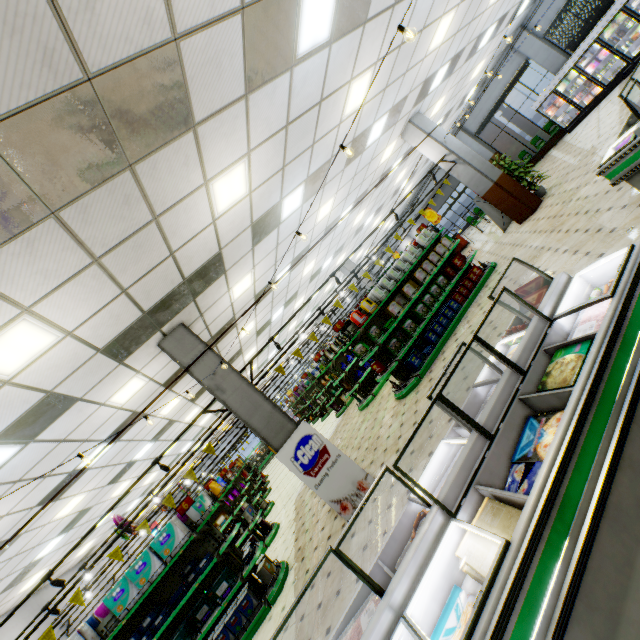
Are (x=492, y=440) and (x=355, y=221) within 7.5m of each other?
no

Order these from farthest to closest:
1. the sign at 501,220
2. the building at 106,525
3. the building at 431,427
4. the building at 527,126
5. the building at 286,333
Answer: the building at 286,333 < the building at 527,126 < the building at 106,525 < the sign at 501,220 < the building at 431,427

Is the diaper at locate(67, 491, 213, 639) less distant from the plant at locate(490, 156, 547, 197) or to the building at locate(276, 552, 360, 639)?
the building at locate(276, 552, 360, 639)

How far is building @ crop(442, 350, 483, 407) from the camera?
5.2m

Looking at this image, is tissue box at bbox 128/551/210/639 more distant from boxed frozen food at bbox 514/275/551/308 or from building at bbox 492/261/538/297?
boxed frozen food at bbox 514/275/551/308

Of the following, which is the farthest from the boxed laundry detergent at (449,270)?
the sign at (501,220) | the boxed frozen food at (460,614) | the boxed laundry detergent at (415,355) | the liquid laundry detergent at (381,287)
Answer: the boxed frozen food at (460,614)

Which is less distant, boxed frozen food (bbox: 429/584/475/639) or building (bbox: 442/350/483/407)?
boxed frozen food (bbox: 429/584/475/639)

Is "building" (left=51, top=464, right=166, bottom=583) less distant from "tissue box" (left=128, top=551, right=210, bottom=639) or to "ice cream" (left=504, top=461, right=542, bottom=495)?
"ice cream" (left=504, top=461, right=542, bottom=495)
